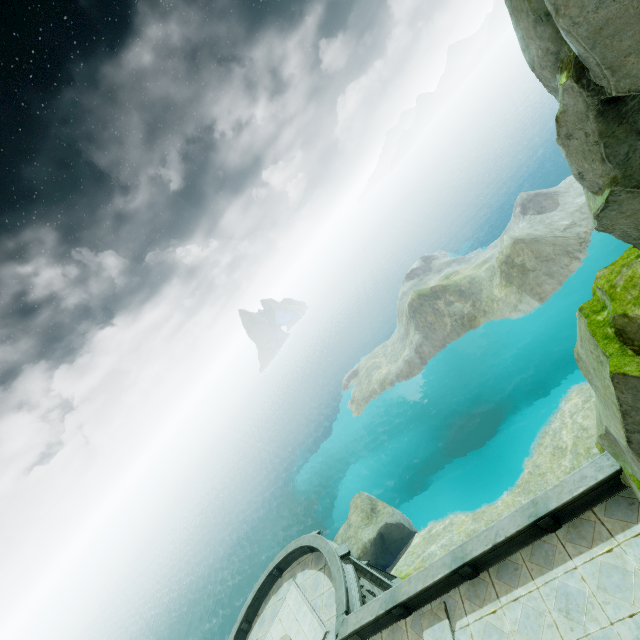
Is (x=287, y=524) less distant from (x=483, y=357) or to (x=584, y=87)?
(x=483, y=357)

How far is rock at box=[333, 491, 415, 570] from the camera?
27.9 meters

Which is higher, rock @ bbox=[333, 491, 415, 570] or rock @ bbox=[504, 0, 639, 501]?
rock @ bbox=[504, 0, 639, 501]

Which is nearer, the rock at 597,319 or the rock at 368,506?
the rock at 597,319

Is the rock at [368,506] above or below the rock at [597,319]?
below

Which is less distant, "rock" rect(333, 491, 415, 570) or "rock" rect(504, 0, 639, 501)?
"rock" rect(504, 0, 639, 501)
